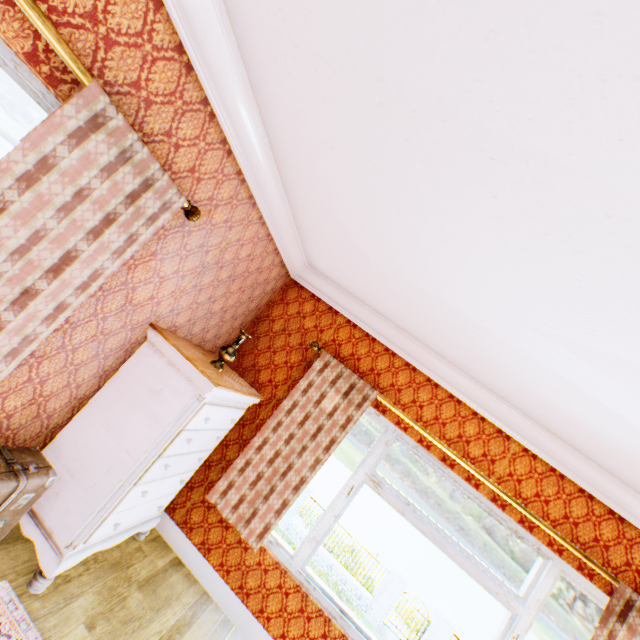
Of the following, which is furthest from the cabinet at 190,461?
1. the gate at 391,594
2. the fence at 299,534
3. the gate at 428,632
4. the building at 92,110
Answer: the gate at 428,632

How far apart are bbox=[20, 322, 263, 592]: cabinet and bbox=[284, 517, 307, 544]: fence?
14.77m

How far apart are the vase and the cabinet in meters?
0.3 m

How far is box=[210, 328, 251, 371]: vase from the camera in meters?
2.8 m

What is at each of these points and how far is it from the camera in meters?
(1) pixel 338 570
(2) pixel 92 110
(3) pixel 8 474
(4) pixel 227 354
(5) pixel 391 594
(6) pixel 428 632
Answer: (1) fence, 14.8 m
(2) building, 1.3 m
(3) suitcase, 1.8 m
(4) vase, 2.8 m
(5) gate, 14.2 m
(6) gate, 13.7 m

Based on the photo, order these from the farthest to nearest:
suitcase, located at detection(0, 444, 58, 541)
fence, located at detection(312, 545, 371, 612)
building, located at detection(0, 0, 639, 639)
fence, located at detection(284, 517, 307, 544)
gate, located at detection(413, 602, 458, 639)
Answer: fence, located at detection(284, 517, 307, 544) < fence, located at detection(312, 545, 371, 612) < gate, located at detection(413, 602, 458, 639) < suitcase, located at detection(0, 444, 58, 541) < building, located at detection(0, 0, 639, 639)

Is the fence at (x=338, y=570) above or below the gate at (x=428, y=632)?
below

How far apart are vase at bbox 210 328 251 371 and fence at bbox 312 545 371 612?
15.8m
